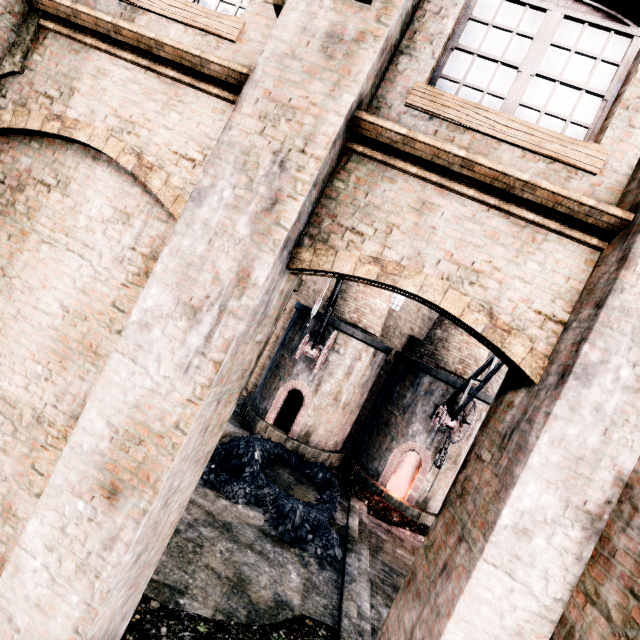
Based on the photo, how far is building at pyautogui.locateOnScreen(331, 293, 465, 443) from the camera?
21.8 meters

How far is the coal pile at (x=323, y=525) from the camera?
11.1 meters

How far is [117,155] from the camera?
4.0 meters

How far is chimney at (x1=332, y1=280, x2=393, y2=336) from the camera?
17.98m

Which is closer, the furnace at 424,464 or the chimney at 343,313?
the furnace at 424,464

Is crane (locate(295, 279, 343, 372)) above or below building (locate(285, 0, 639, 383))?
below

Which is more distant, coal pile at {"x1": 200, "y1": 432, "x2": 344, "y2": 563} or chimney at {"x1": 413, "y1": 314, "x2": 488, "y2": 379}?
chimney at {"x1": 413, "y1": 314, "x2": 488, "y2": 379}

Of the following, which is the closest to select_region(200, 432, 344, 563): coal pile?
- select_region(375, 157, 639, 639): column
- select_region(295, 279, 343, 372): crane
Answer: select_region(295, 279, 343, 372): crane
